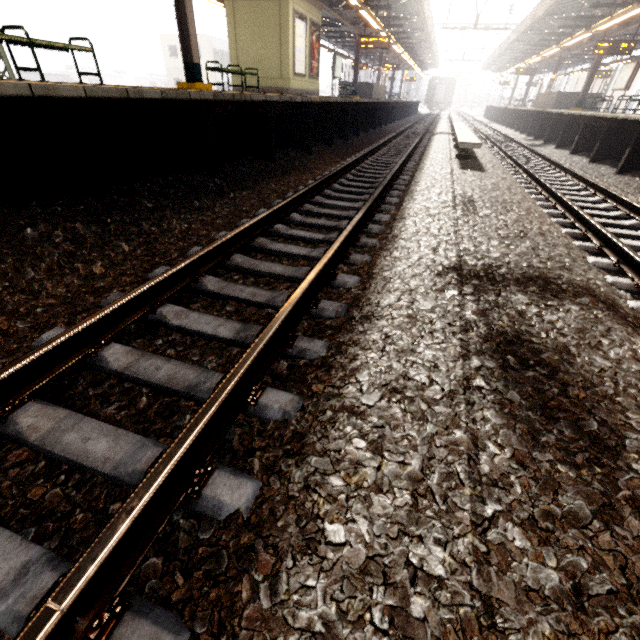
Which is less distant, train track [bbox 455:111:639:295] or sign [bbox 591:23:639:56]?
train track [bbox 455:111:639:295]

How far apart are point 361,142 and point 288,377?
12.9 meters

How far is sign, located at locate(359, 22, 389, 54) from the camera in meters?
16.3 m

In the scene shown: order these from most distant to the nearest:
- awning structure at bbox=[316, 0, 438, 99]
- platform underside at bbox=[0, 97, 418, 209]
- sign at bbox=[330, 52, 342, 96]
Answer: sign at bbox=[330, 52, 342, 96] → awning structure at bbox=[316, 0, 438, 99] → platform underside at bbox=[0, 97, 418, 209]

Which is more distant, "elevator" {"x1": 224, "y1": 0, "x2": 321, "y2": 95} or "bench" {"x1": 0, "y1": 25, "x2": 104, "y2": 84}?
"elevator" {"x1": 224, "y1": 0, "x2": 321, "y2": 95}

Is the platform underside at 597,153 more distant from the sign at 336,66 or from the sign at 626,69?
the sign at 336,66

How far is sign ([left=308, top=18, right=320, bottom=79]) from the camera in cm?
1241

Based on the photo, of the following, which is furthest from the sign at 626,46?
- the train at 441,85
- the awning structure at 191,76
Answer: the train at 441,85
